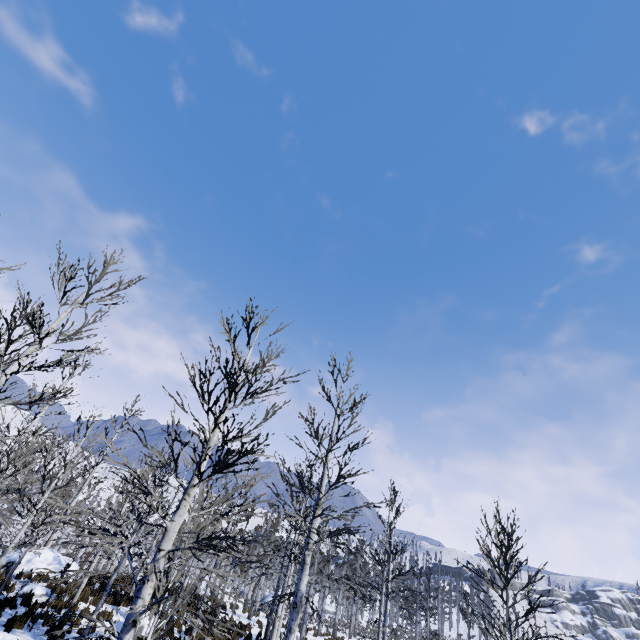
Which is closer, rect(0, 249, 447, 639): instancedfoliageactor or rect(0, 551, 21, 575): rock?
rect(0, 249, 447, 639): instancedfoliageactor

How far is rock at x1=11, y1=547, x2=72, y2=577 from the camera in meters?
15.8 m

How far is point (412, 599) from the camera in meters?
31.4 m

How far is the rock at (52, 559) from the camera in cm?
1579

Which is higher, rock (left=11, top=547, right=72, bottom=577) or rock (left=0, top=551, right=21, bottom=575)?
rock (left=11, top=547, right=72, bottom=577)

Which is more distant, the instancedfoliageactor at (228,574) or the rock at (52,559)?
the rock at (52,559)
